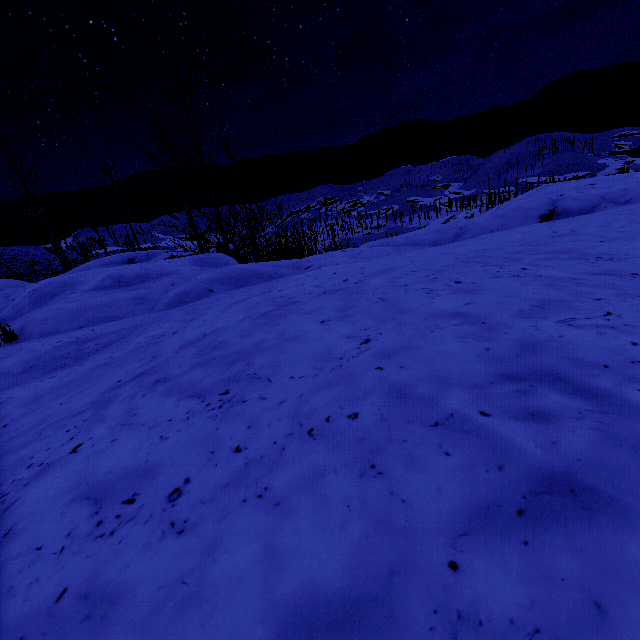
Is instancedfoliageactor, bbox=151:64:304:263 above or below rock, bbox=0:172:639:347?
below

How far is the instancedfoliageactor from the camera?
11.4 meters

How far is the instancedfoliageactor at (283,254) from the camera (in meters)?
11.36

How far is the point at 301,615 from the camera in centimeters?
59cm

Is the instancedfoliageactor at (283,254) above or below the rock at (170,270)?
below

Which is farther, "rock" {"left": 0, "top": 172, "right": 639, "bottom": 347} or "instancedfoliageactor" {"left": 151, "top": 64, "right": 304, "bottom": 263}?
"instancedfoliageactor" {"left": 151, "top": 64, "right": 304, "bottom": 263}
